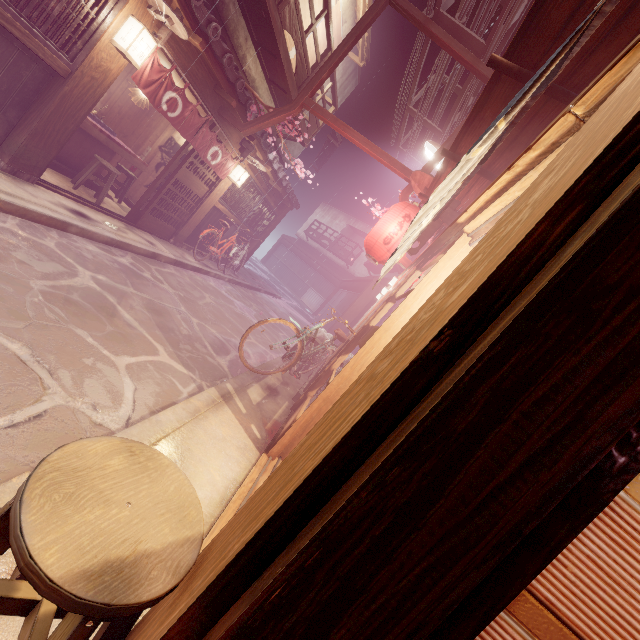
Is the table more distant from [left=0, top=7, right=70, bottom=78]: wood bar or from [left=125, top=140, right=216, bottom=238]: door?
[left=0, top=7, right=70, bottom=78]: wood bar

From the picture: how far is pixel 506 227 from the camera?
1.4m

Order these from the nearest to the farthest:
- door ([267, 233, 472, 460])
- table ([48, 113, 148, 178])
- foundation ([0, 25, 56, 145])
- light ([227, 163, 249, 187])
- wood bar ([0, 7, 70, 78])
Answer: door ([267, 233, 472, 460]), wood bar ([0, 7, 70, 78]), foundation ([0, 25, 56, 145]), table ([48, 113, 148, 178]), light ([227, 163, 249, 187])

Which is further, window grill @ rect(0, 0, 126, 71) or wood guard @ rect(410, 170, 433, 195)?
wood guard @ rect(410, 170, 433, 195)

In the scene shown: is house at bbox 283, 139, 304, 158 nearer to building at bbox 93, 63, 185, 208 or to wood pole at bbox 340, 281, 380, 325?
building at bbox 93, 63, 185, 208

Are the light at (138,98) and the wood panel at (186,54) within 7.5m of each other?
yes

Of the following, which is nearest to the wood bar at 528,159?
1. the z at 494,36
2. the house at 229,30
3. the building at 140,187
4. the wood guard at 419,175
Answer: the wood guard at 419,175

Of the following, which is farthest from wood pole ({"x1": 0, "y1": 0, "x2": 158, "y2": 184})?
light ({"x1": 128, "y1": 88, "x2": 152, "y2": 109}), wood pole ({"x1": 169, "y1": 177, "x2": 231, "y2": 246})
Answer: wood pole ({"x1": 169, "y1": 177, "x2": 231, "y2": 246})
